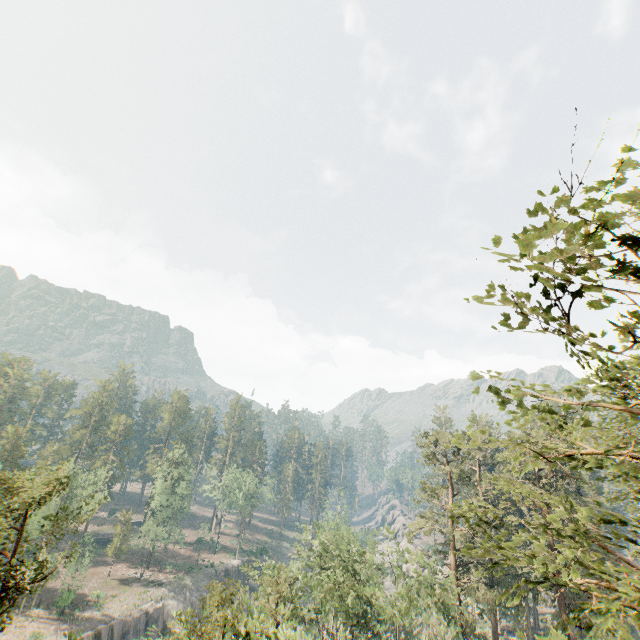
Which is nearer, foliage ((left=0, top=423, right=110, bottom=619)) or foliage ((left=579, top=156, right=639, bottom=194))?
foliage ((left=579, top=156, right=639, bottom=194))

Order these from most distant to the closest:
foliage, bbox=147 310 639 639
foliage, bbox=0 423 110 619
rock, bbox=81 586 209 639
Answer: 1. rock, bbox=81 586 209 639
2. foliage, bbox=0 423 110 619
3. foliage, bbox=147 310 639 639

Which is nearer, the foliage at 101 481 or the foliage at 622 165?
the foliage at 622 165

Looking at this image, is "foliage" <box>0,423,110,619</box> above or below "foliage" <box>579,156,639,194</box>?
below

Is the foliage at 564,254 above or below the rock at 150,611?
above

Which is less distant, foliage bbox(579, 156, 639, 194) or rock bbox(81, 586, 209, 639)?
foliage bbox(579, 156, 639, 194)

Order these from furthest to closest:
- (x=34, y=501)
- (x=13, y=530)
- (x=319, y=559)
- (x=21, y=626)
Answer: (x=21, y=626)
(x=319, y=559)
(x=34, y=501)
(x=13, y=530)
